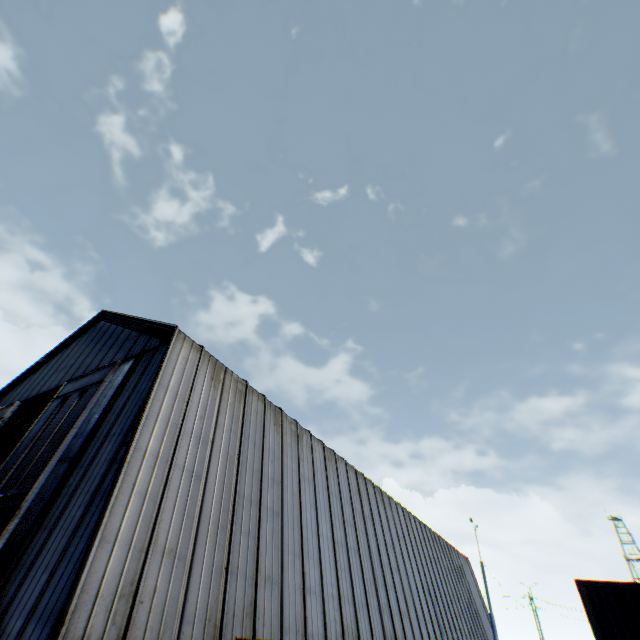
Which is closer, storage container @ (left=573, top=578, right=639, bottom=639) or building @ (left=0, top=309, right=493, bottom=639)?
building @ (left=0, top=309, right=493, bottom=639)

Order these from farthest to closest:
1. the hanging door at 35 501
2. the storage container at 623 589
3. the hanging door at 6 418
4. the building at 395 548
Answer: the hanging door at 6 418 → the storage container at 623 589 → the hanging door at 35 501 → the building at 395 548

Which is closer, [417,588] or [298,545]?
[298,545]

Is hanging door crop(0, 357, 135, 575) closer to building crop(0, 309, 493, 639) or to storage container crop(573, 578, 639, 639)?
building crop(0, 309, 493, 639)

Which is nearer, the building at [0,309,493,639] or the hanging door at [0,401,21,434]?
the building at [0,309,493,639]

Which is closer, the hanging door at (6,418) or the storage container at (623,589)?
the storage container at (623,589)
